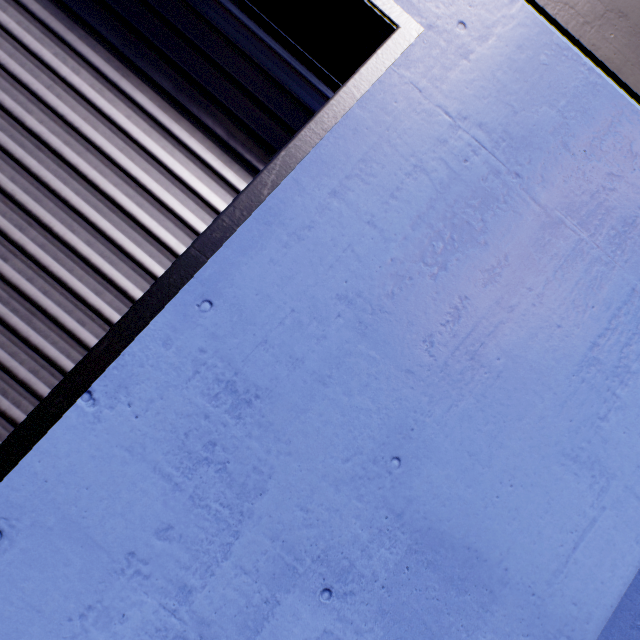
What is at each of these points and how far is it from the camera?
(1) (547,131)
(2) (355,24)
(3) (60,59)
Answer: (1) building, 1.3m
(2) building, 1.4m
(3) roll-up door, 1.5m

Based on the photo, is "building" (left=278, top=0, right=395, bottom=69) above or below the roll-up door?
above

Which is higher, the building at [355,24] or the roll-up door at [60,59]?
the building at [355,24]
